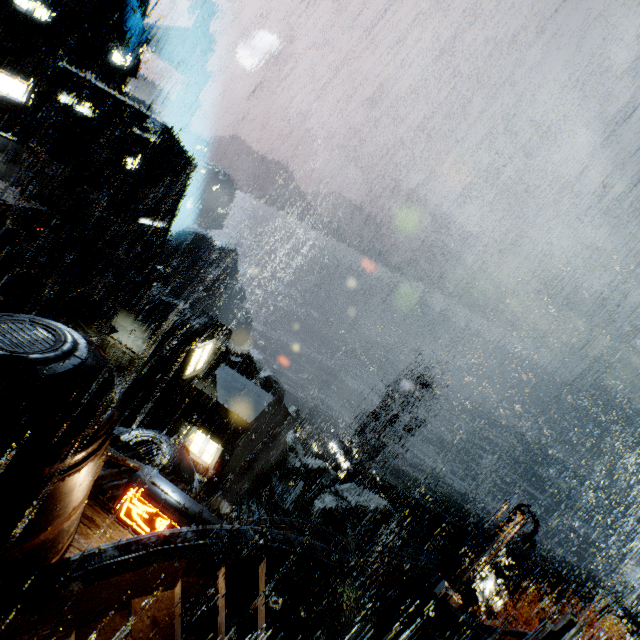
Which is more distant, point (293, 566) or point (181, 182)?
point (181, 182)

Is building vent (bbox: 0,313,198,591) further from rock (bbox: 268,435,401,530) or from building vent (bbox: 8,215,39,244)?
rock (bbox: 268,435,401,530)

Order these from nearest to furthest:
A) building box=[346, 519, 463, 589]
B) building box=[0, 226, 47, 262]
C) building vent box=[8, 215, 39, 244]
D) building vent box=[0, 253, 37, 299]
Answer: building box=[0, 226, 47, 262], building box=[346, 519, 463, 589], building vent box=[8, 215, 39, 244], building vent box=[0, 253, 37, 299]

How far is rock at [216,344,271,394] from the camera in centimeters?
5047cm

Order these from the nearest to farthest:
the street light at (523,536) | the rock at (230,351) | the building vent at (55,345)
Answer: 1. the building vent at (55,345)
2. the street light at (523,536)
3. the rock at (230,351)

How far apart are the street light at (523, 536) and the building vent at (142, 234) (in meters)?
47.94

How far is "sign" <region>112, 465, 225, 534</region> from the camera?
9.78m
